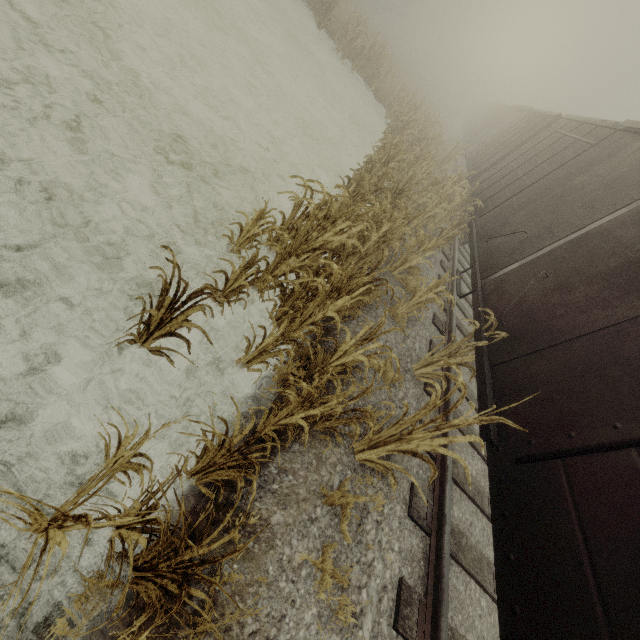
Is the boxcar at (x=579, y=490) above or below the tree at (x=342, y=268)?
above

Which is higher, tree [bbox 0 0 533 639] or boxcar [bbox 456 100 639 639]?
boxcar [bbox 456 100 639 639]

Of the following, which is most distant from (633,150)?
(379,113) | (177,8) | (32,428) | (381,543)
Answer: (379,113)
